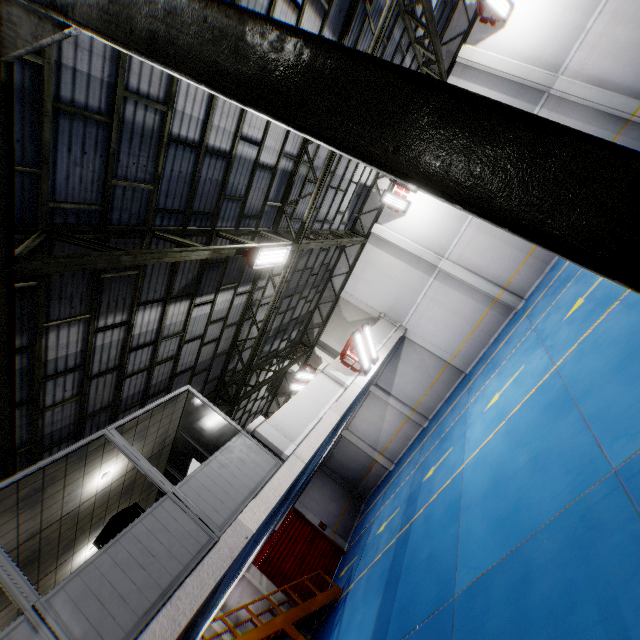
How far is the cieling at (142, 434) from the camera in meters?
6.8

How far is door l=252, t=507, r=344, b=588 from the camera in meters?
16.2

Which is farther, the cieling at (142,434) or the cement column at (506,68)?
the cement column at (506,68)

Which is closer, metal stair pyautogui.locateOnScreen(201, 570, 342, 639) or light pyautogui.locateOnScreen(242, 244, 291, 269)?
light pyautogui.locateOnScreen(242, 244, 291, 269)

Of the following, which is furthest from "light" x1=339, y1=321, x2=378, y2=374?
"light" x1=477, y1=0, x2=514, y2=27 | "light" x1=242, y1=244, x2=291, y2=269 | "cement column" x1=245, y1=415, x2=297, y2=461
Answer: "light" x1=477, y1=0, x2=514, y2=27

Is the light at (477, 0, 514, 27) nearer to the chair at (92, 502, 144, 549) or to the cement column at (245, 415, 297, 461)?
the cement column at (245, 415, 297, 461)

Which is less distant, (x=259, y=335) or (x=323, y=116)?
(x=323, y=116)

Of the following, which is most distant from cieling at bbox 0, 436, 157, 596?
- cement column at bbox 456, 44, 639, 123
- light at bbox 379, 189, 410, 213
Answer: cement column at bbox 456, 44, 639, 123
